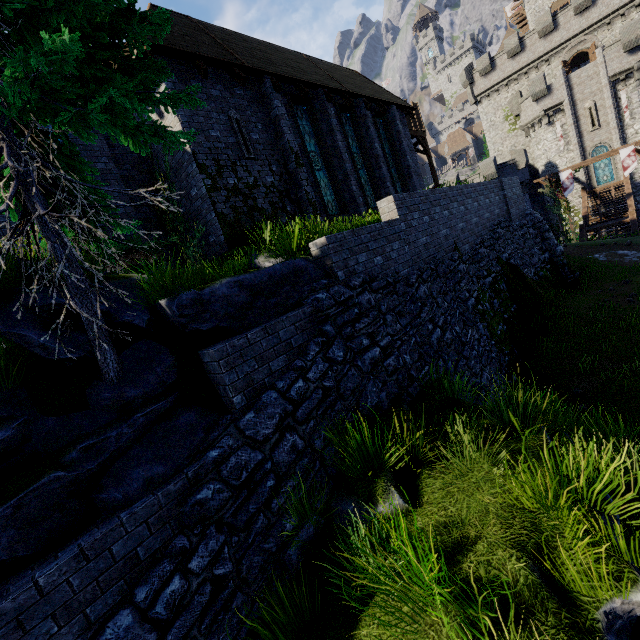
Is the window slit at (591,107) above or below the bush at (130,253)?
above

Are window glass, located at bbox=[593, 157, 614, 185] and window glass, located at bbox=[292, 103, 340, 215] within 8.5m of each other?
no

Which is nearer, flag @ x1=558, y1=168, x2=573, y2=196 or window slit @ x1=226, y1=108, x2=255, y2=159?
window slit @ x1=226, y1=108, x2=255, y2=159

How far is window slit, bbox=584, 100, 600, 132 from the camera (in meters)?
31.03

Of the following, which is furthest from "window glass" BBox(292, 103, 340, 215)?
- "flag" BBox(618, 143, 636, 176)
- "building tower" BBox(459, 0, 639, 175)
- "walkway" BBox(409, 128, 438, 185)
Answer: "building tower" BBox(459, 0, 639, 175)

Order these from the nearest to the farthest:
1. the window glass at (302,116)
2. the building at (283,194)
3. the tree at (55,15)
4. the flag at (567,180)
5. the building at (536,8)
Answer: A: the tree at (55,15) < the building at (283,194) < the window glass at (302,116) < the flag at (567,180) < the building at (536,8)

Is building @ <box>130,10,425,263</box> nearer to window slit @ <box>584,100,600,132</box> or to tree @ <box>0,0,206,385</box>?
tree @ <box>0,0,206,385</box>

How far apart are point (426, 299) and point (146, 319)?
6.53m
